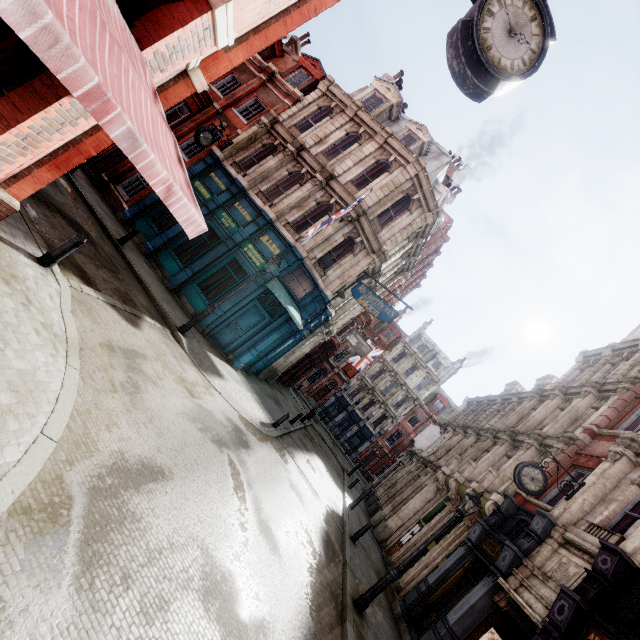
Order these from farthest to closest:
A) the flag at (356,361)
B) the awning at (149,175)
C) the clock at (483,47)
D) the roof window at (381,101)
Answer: the flag at (356,361)
the roof window at (381,101)
the clock at (483,47)
the awning at (149,175)

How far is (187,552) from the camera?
4.87m

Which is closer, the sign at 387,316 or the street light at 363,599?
the street light at 363,599

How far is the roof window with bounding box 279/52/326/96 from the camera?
19.8m

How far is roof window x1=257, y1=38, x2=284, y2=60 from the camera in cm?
2130

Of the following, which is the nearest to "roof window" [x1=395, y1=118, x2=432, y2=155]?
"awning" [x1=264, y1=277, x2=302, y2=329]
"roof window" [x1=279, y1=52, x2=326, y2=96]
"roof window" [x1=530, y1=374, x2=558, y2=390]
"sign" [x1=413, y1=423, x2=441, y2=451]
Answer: "roof window" [x1=279, y1=52, x2=326, y2=96]

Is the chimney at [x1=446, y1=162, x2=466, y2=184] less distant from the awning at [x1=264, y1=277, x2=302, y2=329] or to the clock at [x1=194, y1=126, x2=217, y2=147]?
the clock at [x1=194, y1=126, x2=217, y2=147]

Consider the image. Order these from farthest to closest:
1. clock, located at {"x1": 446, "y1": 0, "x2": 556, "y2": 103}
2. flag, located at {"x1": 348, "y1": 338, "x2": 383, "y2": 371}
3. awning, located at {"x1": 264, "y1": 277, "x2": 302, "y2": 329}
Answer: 1. flag, located at {"x1": 348, "y1": 338, "x2": 383, "y2": 371}
2. awning, located at {"x1": 264, "y1": 277, "x2": 302, "y2": 329}
3. clock, located at {"x1": 446, "y1": 0, "x2": 556, "y2": 103}
